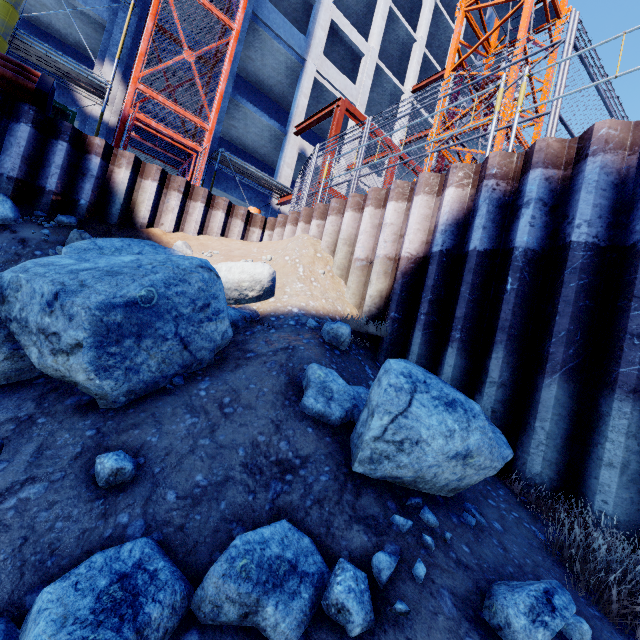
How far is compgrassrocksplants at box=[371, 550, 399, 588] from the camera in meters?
1.5 m

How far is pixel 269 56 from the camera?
17.4m

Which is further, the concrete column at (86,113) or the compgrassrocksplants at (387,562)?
the concrete column at (86,113)

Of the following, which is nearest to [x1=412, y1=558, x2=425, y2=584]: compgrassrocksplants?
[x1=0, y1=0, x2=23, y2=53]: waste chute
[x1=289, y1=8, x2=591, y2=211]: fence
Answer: [x1=289, y1=8, x2=591, y2=211]: fence

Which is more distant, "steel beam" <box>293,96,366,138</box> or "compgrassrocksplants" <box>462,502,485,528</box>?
"steel beam" <box>293,96,366,138</box>

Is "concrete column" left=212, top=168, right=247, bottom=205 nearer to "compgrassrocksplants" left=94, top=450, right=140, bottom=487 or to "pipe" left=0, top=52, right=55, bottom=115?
"pipe" left=0, top=52, right=55, bottom=115

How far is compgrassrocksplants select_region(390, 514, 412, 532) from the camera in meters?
1.7

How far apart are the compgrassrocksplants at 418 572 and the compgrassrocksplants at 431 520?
0.2 meters
